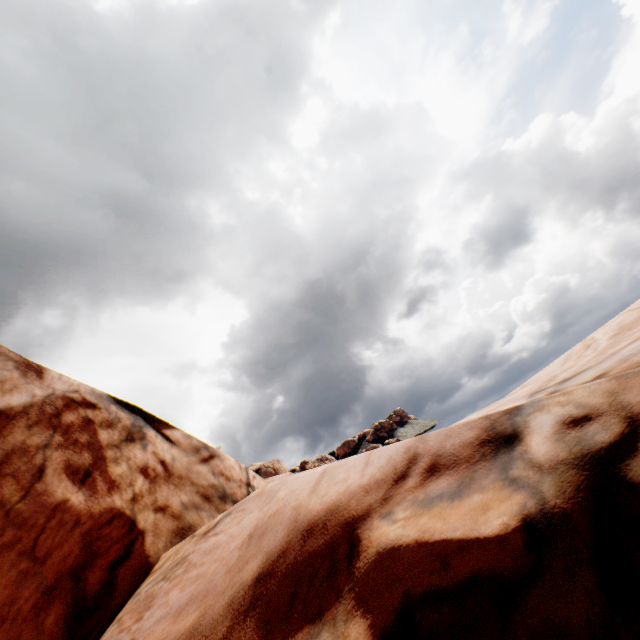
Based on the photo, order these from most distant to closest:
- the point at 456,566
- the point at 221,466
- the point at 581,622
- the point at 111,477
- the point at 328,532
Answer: the point at 221,466 → the point at 111,477 → the point at 328,532 → the point at 456,566 → the point at 581,622
